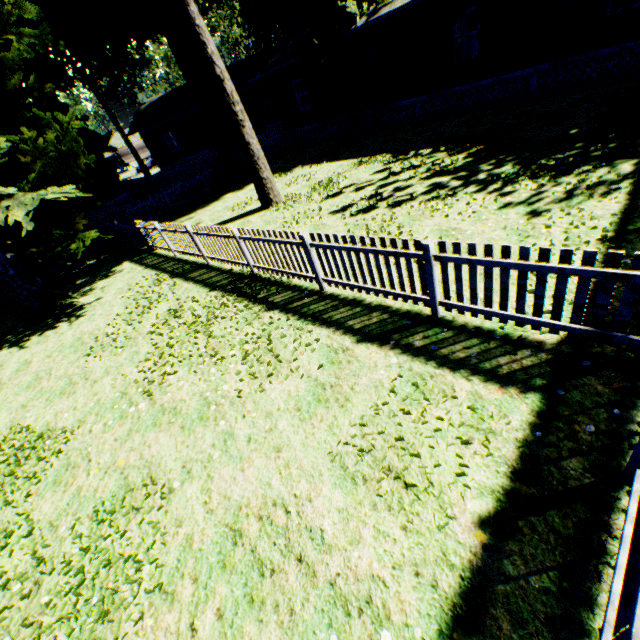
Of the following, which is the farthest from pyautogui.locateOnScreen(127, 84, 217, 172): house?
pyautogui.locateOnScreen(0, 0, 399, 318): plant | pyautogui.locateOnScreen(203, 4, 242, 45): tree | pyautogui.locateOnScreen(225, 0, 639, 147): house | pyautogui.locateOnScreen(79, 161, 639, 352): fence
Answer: pyautogui.locateOnScreen(203, 4, 242, 45): tree

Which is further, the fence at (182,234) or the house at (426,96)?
the house at (426,96)

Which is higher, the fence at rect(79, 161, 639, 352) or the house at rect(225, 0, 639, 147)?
the house at rect(225, 0, 639, 147)

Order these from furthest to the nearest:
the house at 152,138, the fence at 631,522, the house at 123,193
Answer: the house at 152,138, the house at 123,193, the fence at 631,522

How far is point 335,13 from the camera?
15.84m

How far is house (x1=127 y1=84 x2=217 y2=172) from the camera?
30.1m

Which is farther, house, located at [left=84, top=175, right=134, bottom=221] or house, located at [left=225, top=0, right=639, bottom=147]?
house, located at [left=84, top=175, right=134, bottom=221]

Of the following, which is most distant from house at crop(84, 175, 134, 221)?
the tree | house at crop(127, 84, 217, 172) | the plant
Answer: the tree
